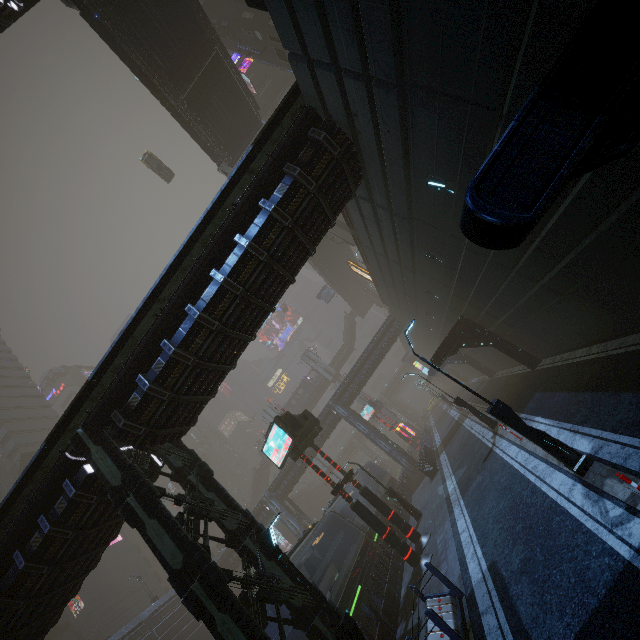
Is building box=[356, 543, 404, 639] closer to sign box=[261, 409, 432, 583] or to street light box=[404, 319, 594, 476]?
sign box=[261, 409, 432, 583]

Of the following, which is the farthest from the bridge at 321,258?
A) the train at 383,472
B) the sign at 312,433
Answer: the train at 383,472

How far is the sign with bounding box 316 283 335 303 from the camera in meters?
54.2 m

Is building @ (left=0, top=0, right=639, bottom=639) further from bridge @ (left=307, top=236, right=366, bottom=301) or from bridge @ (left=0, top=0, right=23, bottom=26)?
bridge @ (left=0, top=0, right=23, bottom=26)

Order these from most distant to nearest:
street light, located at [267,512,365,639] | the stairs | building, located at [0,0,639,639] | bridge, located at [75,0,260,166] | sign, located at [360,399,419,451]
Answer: sign, located at [360,399,419,451] < the stairs < bridge, located at [75,0,260,166] < street light, located at [267,512,365,639] < building, located at [0,0,639,639]

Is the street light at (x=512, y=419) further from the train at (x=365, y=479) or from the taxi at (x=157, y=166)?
the taxi at (x=157, y=166)

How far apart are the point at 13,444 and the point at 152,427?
58.4m

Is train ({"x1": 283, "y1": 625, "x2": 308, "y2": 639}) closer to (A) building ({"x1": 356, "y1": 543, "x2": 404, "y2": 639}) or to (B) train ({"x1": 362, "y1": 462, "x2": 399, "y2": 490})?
(A) building ({"x1": 356, "y1": 543, "x2": 404, "y2": 639})
